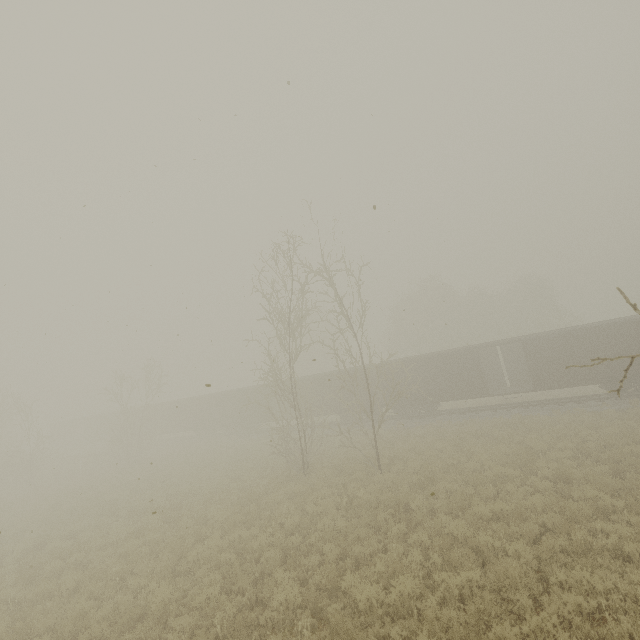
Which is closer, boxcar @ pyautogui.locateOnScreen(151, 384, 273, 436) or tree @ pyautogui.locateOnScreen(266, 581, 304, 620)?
tree @ pyautogui.locateOnScreen(266, 581, 304, 620)

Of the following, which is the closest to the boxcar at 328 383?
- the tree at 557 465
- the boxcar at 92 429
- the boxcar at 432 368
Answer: the boxcar at 432 368

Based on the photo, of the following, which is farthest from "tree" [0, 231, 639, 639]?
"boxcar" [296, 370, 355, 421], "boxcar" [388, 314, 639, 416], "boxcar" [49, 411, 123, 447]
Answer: "boxcar" [49, 411, 123, 447]

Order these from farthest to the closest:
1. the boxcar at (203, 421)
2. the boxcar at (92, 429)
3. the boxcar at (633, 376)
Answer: the boxcar at (92, 429) < the boxcar at (203, 421) < the boxcar at (633, 376)

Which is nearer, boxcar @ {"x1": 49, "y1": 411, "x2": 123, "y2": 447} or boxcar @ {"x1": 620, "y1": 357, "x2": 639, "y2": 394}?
boxcar @ {"x1": 620, "y1": 357, "x2": 639, "y2": 394}

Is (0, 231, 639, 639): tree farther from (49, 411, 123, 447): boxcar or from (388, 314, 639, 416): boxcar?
(49, 411, 123, 447): boxcar

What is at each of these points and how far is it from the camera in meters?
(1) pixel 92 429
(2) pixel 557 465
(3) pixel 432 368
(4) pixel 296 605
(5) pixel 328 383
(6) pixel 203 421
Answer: (1) boxcar, 47.5
(2) tree, 12.1
(3) boxcar, 25.3
(4) tree, 7.0
(5) boxcar, 29.6
(6) boxcar, 36.8

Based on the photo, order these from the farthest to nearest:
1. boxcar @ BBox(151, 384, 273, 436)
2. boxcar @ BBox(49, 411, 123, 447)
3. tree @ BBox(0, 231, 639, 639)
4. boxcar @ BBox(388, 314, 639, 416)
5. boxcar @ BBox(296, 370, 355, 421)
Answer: boxcar @ BBox(49, 411, 123, 447)
boxcar @ BBox(151, 384, 273, 436)
boxcar @ BBox(296, 370, 355, 421)
boxcar @ BBox(388, 314, 639, 416)
tree @ BBox(0, 231, 639, 639)
